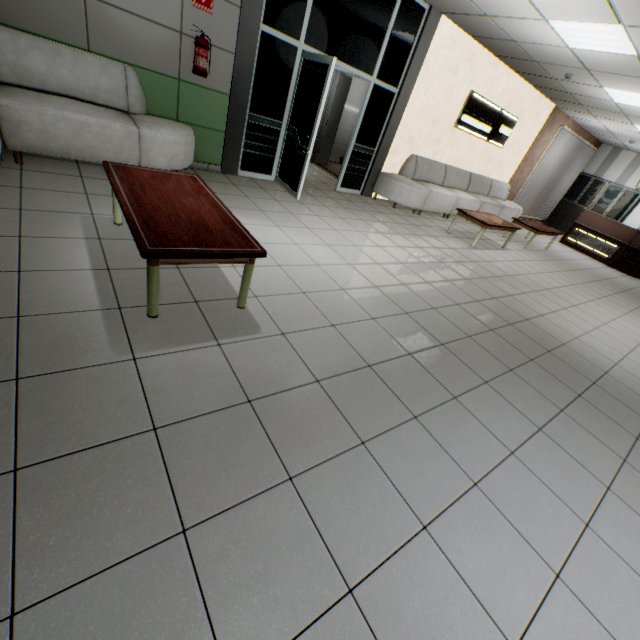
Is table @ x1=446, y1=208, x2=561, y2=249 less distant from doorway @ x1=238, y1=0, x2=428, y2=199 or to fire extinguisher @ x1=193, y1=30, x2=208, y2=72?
doorway @ x1=238, y1=0, x2=428, y2=199

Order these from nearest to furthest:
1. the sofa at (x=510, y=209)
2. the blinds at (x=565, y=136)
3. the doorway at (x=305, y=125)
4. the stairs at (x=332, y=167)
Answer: the doorway at (x=305, y=125) → the sofa at (x=510, y=209) → the stairs at (x=332, y=167) → the blinds at (x=565, y=136)

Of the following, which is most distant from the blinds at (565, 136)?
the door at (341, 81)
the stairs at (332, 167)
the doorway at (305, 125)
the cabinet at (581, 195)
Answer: the doorway at (305, 125)

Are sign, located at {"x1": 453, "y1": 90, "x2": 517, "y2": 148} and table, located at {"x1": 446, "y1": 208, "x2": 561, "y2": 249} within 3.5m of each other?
yes

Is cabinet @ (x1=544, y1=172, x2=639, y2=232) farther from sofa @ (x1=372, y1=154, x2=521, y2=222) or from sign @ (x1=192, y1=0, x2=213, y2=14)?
sign @ (x1=192, y1=0, x2=213, y2=14)

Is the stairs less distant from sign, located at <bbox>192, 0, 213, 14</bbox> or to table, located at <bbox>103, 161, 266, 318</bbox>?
sign, located at <bbox>192, 0, 213, 14</bbox>

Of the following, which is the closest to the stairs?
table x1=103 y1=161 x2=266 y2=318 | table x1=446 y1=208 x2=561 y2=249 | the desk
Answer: table x1=446 y1=208 x2=561 y2=249

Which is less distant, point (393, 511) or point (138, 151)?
point (393, 511)
